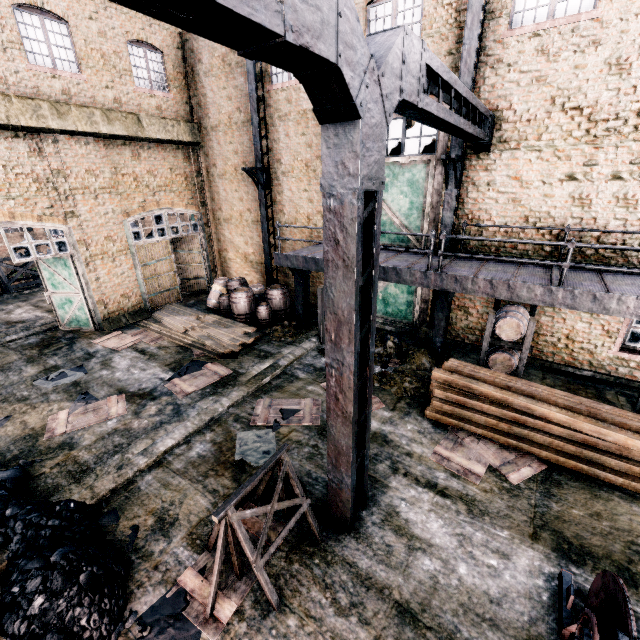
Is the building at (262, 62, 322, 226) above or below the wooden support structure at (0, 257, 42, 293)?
above

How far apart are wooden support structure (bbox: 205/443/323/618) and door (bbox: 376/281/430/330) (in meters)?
8.89

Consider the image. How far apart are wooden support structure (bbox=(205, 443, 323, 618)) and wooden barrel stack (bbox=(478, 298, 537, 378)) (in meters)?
6.70

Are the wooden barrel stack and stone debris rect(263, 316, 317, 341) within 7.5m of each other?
yes

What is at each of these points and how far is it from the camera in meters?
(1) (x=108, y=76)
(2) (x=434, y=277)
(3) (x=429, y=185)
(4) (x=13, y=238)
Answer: (1) building, 13.3
(2) stairs, 9.2
(3) door, 11.7
(4) building, 32.6

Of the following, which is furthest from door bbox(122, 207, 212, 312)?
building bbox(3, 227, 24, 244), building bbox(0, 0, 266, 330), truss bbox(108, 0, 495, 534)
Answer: building bbox(3, 227, 24, 244)

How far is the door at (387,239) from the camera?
12.48m

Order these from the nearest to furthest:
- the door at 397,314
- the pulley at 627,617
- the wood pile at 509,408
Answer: the pulley at 627,617, the wood pile at 509,408, the door at 397,314
